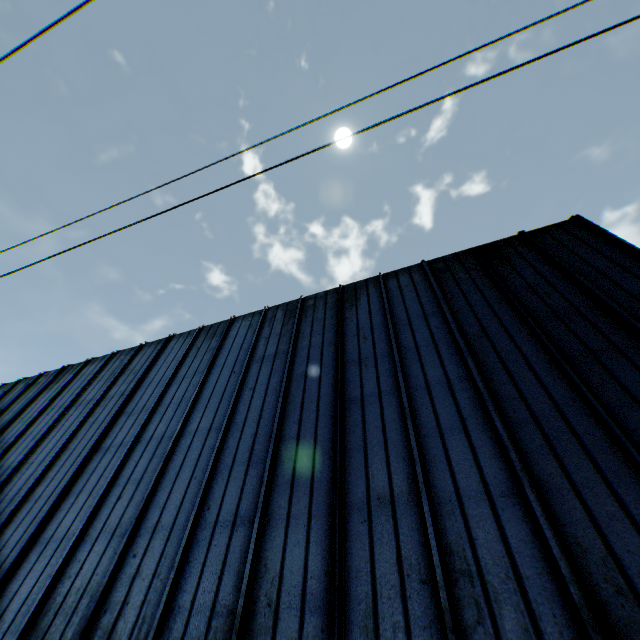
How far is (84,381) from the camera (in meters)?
12.66
